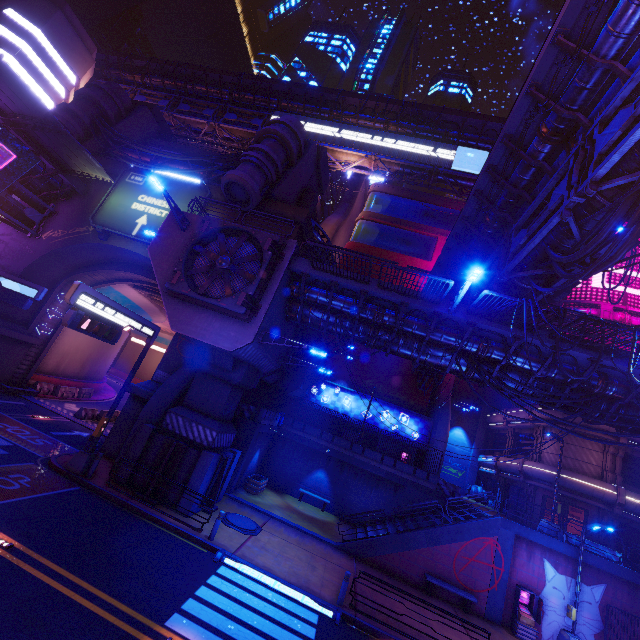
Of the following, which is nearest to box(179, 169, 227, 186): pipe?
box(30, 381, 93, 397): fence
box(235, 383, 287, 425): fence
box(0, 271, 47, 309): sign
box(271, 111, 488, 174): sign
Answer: box(0, 271, 47, 309): sign

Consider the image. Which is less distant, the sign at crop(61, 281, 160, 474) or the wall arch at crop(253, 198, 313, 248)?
the sign at crop(61, 281, 160, 474)

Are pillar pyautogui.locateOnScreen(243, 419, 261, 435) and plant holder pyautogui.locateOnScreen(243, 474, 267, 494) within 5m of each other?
yes

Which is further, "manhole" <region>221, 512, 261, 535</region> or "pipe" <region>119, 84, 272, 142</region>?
"pipe" <region>119, 84, 272, 142</region>

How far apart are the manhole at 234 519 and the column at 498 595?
11.7m

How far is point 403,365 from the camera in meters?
33.9 m

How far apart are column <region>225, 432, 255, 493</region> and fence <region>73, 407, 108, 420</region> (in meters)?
12.74

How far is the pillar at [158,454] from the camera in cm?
1477
